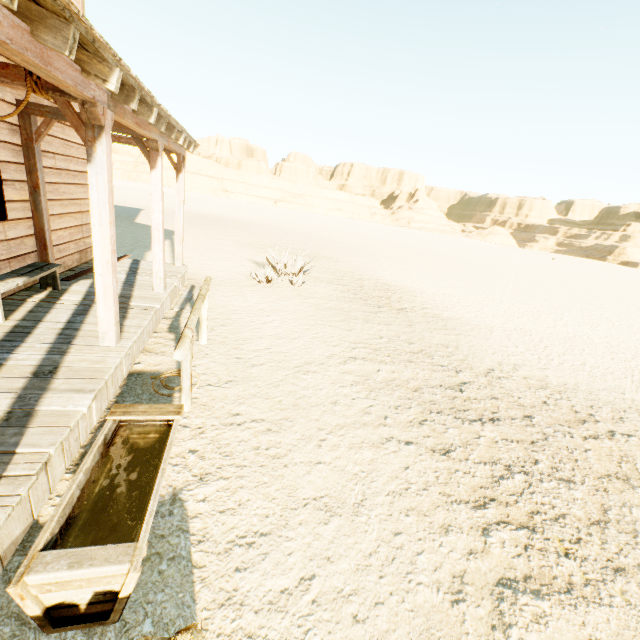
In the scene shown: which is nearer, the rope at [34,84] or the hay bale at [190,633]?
the hay bale at [190,633]

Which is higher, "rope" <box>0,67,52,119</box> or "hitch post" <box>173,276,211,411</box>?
"rope" <box>0,67,52,119</box>

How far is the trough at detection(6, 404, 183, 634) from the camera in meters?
1.7

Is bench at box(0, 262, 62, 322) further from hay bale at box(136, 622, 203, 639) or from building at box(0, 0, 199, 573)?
hay bale at box(136, 622, 203, 639)

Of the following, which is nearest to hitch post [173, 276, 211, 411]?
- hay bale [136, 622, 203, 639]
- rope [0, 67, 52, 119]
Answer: hay bale [136, 622, 203, 639]

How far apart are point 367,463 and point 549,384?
4.71m

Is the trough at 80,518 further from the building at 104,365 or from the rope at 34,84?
the rope at 34,84

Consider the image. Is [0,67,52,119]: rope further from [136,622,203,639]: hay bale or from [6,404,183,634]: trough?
[136,622,203,639]: hay bale
